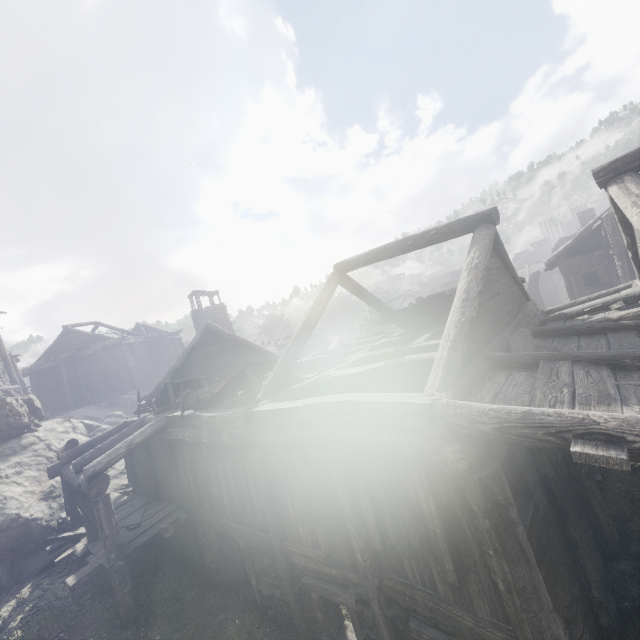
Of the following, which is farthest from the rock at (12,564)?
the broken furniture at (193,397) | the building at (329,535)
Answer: the broken furniture at (193,397)

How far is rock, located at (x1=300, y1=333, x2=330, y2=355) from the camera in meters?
31.6

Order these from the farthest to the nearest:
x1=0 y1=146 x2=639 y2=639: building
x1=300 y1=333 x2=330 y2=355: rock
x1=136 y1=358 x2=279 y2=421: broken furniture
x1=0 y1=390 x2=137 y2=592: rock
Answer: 1. x1=300 y1=333 x2=330 y2=355: rock
2. x1=0 y1=390 x2=137 y2=592: rock
3. x1=136 y1=358 x2=279 y2=421: broken furniture
4. x1=0 y1=146 x2=639 y2=639: building

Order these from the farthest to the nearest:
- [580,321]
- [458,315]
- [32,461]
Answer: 1. [32,461]
2. [580,321]
3. [458,315]

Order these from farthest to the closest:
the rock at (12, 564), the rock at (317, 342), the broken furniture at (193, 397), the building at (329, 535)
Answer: the rock at (317, 342) → the rock at (12, 564) → the broken furniture at (193, 397) → the building at (329, 535)

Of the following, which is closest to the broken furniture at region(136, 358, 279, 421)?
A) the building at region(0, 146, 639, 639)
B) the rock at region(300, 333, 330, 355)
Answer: the building at region(0, 146, 639, 639)

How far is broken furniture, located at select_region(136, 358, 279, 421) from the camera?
8.8m
